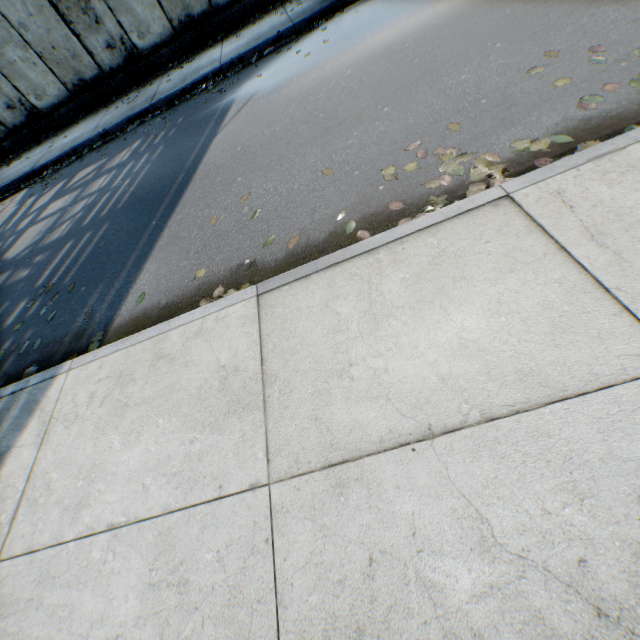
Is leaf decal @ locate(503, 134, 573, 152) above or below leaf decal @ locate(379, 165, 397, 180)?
below

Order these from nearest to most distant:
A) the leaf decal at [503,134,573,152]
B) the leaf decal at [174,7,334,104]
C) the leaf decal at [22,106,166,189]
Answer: the leaf decal at [503,134,573,152]
the leaf decal at [174,7,334,104]
the leaf decal at [22,106,166,189]

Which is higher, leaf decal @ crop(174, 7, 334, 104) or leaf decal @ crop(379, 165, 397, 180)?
leaf decal @ crop(174, 7, 334, 104)

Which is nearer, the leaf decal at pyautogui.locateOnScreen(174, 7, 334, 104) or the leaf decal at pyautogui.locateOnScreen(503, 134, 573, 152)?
the leaf decal at pyautogui.locateOnScreen(503, 134, 573, 152)

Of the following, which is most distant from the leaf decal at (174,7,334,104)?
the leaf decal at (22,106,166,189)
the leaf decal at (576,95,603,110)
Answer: the leaf decal at (576,95,603,110)

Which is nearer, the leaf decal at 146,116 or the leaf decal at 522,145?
the leaf decal at 522,145

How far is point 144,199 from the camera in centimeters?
494cm

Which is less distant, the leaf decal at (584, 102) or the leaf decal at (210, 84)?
the leaf decal at (584, 102)
